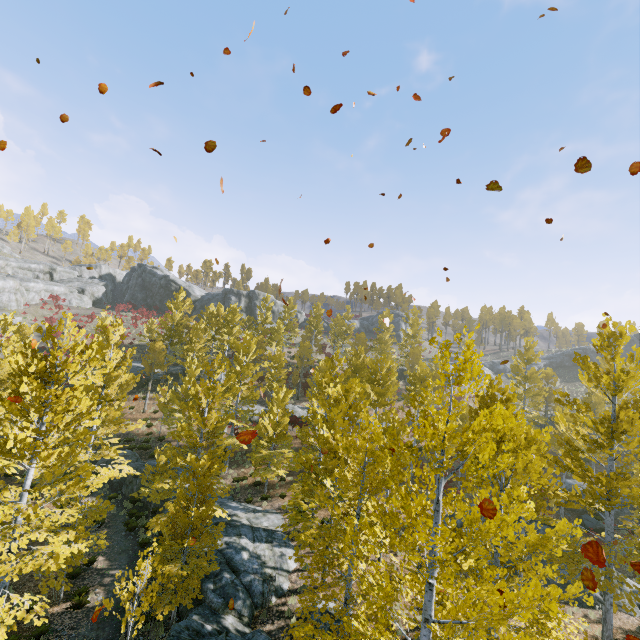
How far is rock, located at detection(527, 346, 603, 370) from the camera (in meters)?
55.03

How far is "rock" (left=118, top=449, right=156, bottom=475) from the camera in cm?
2353

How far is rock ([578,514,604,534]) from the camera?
22.06m

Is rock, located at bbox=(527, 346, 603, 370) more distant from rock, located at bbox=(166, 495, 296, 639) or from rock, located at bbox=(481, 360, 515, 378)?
rock, located at bbox=(166, 495, 296, 639)

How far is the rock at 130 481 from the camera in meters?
22.8 m

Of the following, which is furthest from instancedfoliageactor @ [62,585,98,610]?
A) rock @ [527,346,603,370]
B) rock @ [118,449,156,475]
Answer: rock @ [527,346,603,370]

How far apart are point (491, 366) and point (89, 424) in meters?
58.3 m

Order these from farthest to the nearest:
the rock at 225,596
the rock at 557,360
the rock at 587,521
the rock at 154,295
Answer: the rock at 154,295
the rock at 557,360
the rock at 587,521
the rock at 225,596
